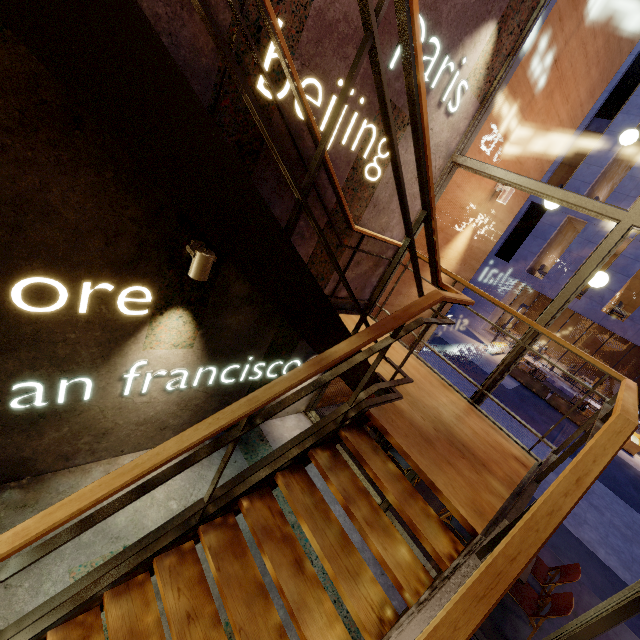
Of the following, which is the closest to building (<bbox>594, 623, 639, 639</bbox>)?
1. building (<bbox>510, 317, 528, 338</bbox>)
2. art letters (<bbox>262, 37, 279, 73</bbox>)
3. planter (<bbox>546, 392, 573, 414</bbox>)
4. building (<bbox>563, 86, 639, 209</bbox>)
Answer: art letters (<bbox>262, 37, 279, 73</bbox>)

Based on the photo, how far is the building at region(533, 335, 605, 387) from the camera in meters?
20.9 m

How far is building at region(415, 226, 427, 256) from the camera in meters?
4.7

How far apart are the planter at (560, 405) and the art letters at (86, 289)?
16.3m

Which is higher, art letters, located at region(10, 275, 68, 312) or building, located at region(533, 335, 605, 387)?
art letters, located at region(10, 275, 68, 312)

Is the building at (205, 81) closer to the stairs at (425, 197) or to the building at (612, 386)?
the stairs at (425, 197)

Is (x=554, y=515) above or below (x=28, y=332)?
above

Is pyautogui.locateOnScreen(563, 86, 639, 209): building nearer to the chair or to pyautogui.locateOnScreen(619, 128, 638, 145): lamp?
pyautogui.locateOnScreen(619, 128, 638, 145): lamp
